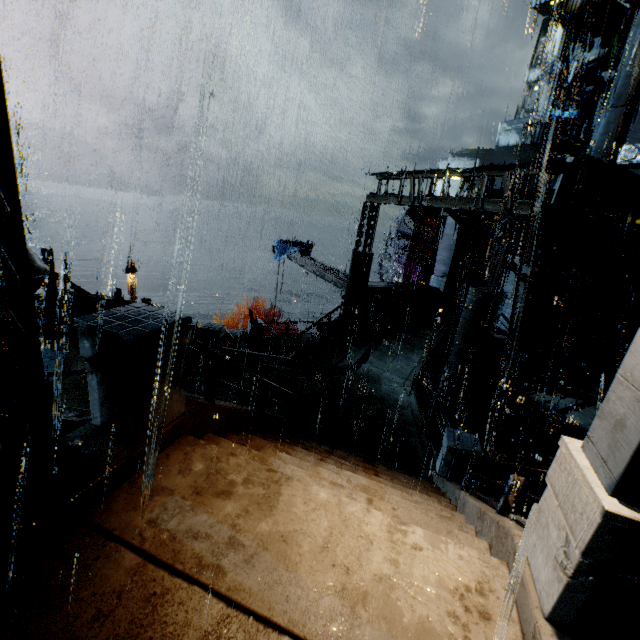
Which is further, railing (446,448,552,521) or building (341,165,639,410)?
building (341,165,639,410)

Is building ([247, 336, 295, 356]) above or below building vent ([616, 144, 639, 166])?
below

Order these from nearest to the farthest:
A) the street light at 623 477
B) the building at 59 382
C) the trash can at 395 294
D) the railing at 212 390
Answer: the street light at 623 477 < the railing at 212 390 < the building at 59 382 < the trash can at 395 294

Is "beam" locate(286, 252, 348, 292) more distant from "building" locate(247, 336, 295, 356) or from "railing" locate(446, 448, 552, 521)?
"railing" locate(446, 448, 552, 521)

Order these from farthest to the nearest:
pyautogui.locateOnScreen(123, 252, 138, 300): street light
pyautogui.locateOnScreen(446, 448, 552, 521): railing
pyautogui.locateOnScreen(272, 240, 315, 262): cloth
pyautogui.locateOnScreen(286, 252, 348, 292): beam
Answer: pyautogui.locateOnScreen(272, 240, 315, 262): cloth, pyautogui.locateOnScreen(123, 252, 138, 300): street light, pyautogui.locateOnScreen(286, 252, 348, 292): beam, pyautogui.locateOnScreen(446, 448, 552, 521): railing

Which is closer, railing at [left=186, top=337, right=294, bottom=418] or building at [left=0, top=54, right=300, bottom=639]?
building at [left=0, top=54, right=300, bottom=639]

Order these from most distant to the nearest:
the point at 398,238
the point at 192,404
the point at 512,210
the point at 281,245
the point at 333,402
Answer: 1. the point at 398,238
2. the point at 281,245
3. the point at 333,402
4. the point at 512,210
5. the point at 192,404

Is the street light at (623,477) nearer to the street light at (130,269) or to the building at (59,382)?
the building at (59,382)
